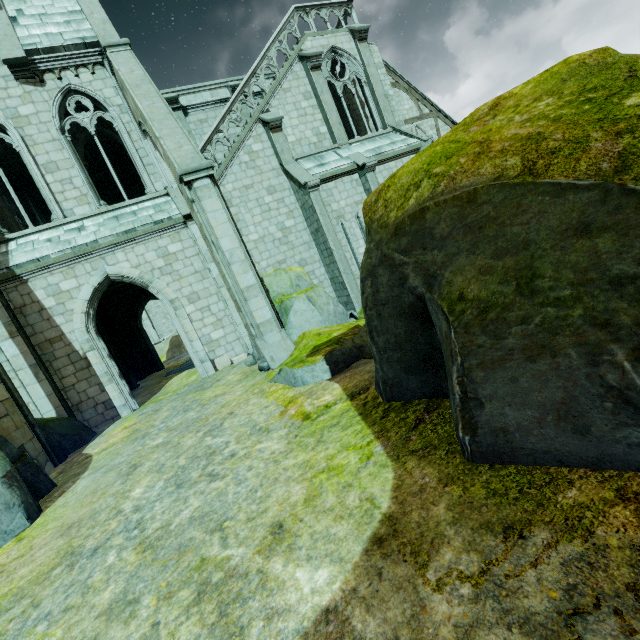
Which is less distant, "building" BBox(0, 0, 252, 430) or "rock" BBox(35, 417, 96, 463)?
"rock" BBox(35, 417, 96, 463)

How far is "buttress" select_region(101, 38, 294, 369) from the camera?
8.6m

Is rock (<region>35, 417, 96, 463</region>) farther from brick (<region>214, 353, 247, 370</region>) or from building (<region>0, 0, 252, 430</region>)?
brick (<region>214, 353, 247, 370</region>)

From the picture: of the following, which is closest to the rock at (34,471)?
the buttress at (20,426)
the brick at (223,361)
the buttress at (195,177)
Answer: the buttress at (20,426)

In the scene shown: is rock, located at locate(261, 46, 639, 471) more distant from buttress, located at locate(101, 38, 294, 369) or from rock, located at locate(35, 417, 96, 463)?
rock, located at locate(35, 417, 96, 463)

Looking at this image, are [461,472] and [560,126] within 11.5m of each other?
yes

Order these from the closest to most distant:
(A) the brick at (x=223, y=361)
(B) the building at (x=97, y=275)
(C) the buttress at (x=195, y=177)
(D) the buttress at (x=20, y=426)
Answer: (D) the buttress at (x=20, y=426) → (C) the buttress at (x=195, y=177) → (B) the building at (x=97, y=275) → (A) the brick at (x=223, y=361)

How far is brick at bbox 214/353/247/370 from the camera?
12.40m
